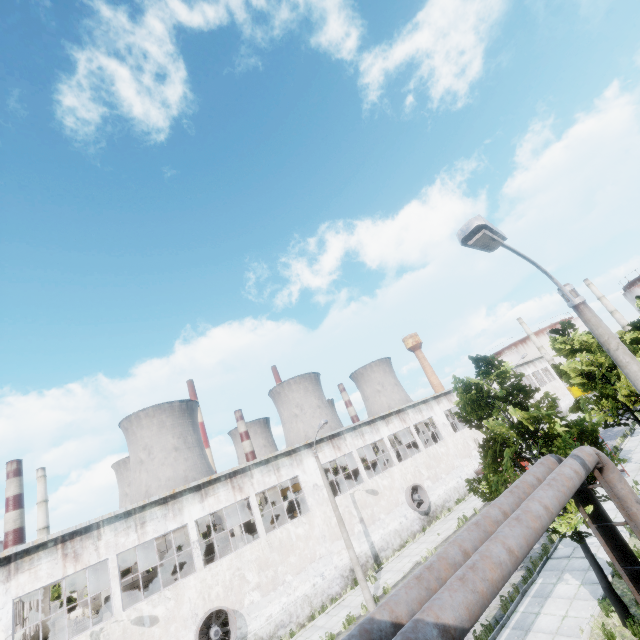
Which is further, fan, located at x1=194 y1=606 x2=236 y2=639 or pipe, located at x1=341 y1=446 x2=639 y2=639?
fan, located at x1=194 y1=606 x2=236 y2=639

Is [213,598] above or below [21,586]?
below

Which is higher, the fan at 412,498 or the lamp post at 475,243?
the lamp post at 475,243

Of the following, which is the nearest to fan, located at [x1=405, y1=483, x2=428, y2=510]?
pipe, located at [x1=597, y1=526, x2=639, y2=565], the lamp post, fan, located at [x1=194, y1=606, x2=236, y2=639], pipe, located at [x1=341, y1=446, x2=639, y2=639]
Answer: fan, located at [x1=194, y1=606, x2=236, y2=639]

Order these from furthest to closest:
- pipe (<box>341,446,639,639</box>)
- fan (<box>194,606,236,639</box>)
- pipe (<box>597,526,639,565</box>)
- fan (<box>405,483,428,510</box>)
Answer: fan (<box>405,483,428,510</box>) < fan (<box>194,606,236,639</box>) < pipe (<box>597,526,639,565</box>) < pipe (<box>341,446,639,639</box>)

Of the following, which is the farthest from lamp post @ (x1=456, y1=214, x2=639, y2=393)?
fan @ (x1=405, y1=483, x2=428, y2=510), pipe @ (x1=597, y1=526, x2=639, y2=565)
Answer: fan @ (x1=405, y1=483, x2=428, y2=510)

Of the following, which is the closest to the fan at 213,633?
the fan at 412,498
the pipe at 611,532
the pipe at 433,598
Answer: the fan at 412,498

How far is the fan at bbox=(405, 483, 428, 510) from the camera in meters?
27.6 m
